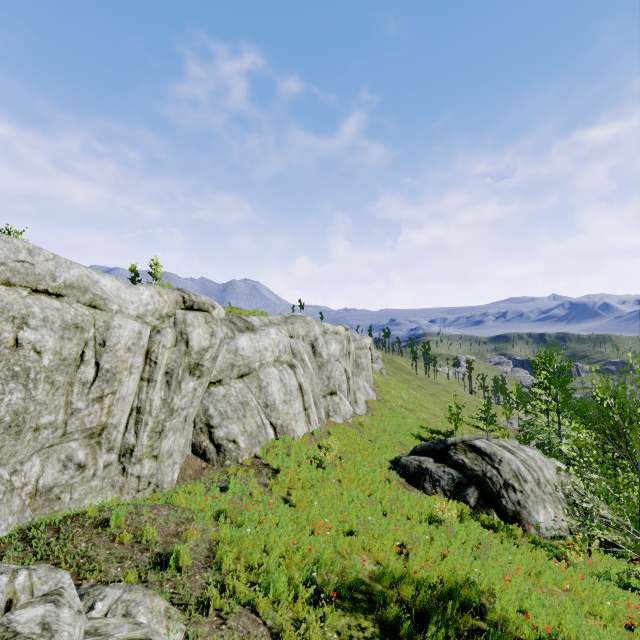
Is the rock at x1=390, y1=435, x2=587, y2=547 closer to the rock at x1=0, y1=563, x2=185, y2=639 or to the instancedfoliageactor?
the rock at x1=0, y1=563, x2=185, y2=639

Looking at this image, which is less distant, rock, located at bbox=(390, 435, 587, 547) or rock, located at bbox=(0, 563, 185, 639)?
rock, located at bbox=(0, 563, 185, 639)

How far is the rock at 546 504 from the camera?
13.2 meters

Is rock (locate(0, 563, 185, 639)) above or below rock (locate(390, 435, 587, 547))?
above

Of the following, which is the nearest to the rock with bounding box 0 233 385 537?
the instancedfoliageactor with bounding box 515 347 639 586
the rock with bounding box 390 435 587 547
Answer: the instancedfoliageactor with bounding box 515 347 639 586

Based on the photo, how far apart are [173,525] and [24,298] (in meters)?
5.20

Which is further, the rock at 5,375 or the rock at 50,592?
the rock at 5,375

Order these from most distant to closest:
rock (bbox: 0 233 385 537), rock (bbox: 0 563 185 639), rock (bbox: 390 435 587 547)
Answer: rock (bbox: 390 435 587 547) < rock (bbox: 0 233 385 537) < rock (bbox: 0 563 185 639)
